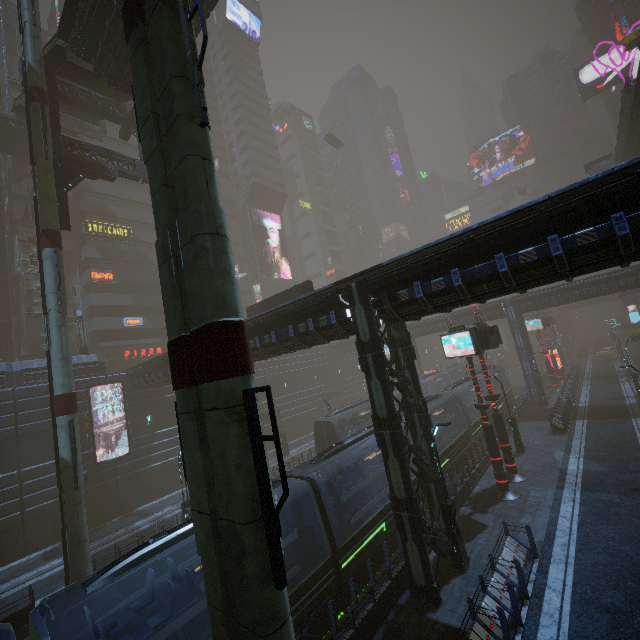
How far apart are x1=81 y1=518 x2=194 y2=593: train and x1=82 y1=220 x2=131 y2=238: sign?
40.66m

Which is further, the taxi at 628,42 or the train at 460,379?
the taxi at 628,42

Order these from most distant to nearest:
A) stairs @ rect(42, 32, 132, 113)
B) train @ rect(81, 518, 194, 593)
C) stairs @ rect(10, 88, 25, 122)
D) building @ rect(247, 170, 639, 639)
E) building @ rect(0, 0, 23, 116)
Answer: building @ rect(0, 0, 23, 116), stairs @ rect(10, 88, 25, 122), stairs @ rect(42, 32, 132, 113), building @ rect(247, 170, 639, 639), train @ rect(81, 518, 194, 593)

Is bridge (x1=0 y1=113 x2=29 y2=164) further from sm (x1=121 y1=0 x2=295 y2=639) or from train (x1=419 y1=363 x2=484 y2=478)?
train (x1=419 y1=363 x2=484 y2=478)

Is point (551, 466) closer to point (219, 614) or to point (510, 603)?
point (510, 603)

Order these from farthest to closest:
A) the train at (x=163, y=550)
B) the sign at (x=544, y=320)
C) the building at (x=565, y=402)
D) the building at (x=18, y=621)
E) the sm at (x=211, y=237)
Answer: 1. the sign at (x=544, y=320)
2. the building at (x=565, y=402)
3. the building at (x=18, y=621)
4. the train at (x=163, y=550)
5. the sm at (x=211, y=237)

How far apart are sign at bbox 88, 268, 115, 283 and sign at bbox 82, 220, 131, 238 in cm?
428

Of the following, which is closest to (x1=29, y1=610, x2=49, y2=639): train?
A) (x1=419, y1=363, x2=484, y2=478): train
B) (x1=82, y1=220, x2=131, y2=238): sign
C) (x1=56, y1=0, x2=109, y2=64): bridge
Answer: (x1=419, y1=363, x2=484, y2=478): train
